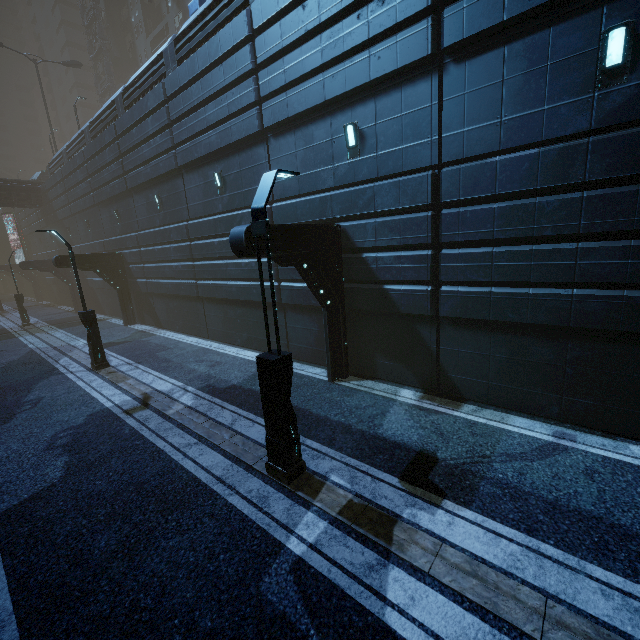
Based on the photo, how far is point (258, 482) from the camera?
6.2m

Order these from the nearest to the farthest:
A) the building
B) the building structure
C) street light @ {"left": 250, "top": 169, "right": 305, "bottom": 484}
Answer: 1. street light @ {"left": 250, "top": 169, "right": 305, "bottom": 484}
2. the building
3. the building structure

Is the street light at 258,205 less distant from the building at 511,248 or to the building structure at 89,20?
the building at 511,248

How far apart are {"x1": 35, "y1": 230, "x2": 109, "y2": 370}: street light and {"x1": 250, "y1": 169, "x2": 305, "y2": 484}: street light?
10.57m

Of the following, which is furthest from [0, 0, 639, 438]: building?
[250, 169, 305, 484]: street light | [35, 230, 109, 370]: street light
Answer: [35, 230, 109, 370]: street light

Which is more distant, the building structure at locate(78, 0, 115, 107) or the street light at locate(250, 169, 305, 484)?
the building structure at locate(78, 0, 115, 107)

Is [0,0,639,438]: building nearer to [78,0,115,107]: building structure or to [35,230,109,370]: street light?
[78,0,115,107]: building structure

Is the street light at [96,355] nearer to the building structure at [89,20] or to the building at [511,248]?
the building at [511,248]
